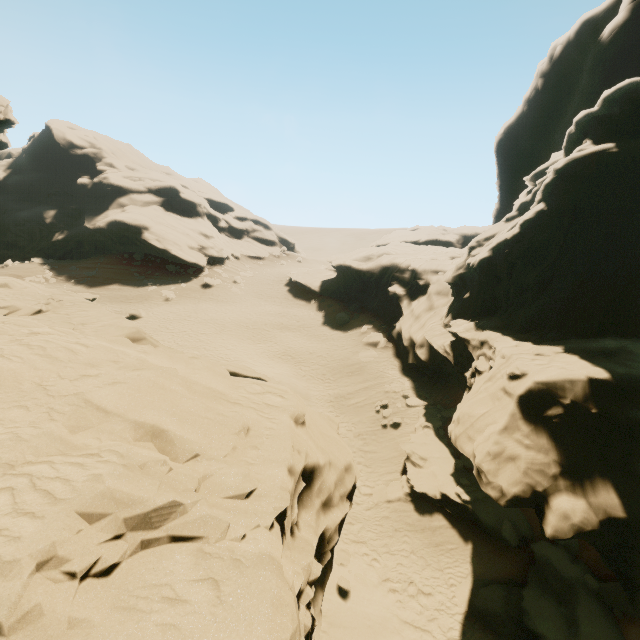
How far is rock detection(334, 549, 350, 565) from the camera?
11.22m

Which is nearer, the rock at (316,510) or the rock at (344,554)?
the rock at (316,510)

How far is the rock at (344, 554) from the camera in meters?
11.2

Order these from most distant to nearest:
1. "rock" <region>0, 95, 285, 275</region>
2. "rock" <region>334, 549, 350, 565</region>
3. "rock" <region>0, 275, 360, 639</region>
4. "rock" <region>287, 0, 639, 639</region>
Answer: "rock" <region>0, 95, 285, 275</region>
"rock" <region>334, 549, 350, 565</region>
"rock" <region>287, 0, 639, 639</region>
"rock" <region>0, 275, 360, 639</region>

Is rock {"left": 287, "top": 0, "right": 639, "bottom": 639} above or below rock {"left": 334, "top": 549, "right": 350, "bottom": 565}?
above

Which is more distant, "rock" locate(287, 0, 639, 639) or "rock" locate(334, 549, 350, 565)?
"rock" locate(334, 549, 350, 565)

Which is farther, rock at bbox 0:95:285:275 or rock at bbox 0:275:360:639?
rock at bbox 0:95:285:275

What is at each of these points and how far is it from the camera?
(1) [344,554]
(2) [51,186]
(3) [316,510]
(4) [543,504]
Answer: (1) rock, 11.6m
(2) rock, 46.4m
(3) rock, 6.5m
(4) rock, 8.5m
